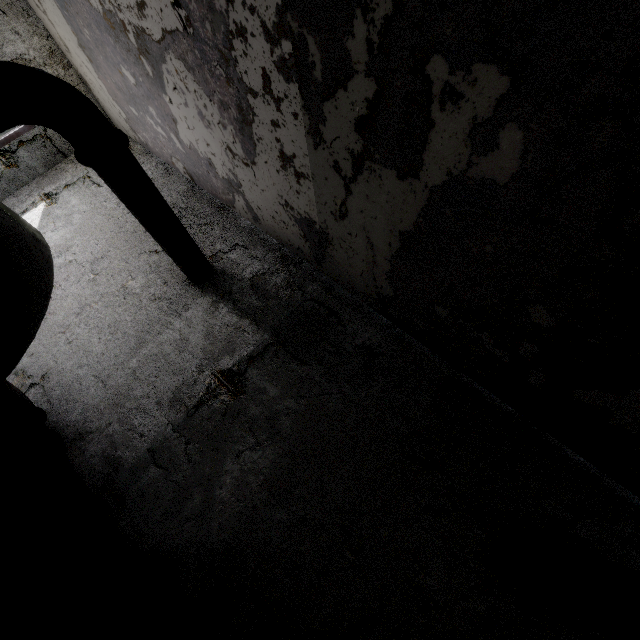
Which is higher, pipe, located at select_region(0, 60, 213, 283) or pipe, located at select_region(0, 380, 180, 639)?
pipe, located at select_region(0, 60, 213, 283)

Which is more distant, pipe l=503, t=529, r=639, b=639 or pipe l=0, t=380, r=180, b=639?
pipe l=0, t=380, r=180, b=639

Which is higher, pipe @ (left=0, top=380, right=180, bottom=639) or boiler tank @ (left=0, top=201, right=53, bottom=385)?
boiler tank @ (left=0, top=201, right=53, bottom=385)

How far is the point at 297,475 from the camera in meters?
5.4

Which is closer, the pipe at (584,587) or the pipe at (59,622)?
the pipe at (584,587)

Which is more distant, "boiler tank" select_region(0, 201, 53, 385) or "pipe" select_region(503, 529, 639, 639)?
"boiler tank" select_region(0, 201, 53, 385)
